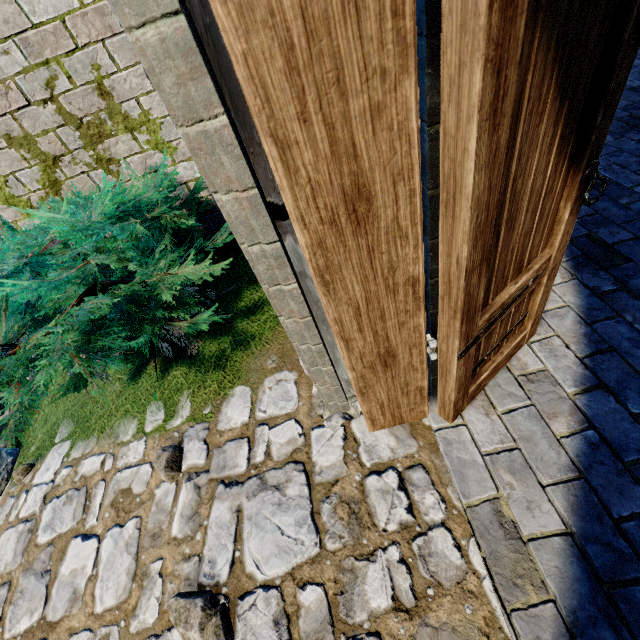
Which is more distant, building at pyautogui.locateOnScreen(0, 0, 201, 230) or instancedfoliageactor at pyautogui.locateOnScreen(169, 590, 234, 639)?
building at pyautogui.locateOnScreen(0, 0, 201, 230)

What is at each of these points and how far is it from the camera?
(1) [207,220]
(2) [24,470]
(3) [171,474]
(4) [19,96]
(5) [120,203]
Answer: (1) building, 3.6m
(2) instancedfoliageactor, 2.7m
(3) instancedfoliageactor, 2.1m
(4) building, 2.6m
(5) bush, 2.5m

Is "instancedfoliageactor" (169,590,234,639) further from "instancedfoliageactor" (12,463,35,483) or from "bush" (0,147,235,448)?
"instancedfoliageactor" (12,463,35,483)

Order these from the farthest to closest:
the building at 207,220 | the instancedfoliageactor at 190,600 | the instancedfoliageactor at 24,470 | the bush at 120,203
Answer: the building at 207,220 → the instancedfoliageactor at 24,470 → the bush at 120,203 → the instancedfoliageactor at 190,600

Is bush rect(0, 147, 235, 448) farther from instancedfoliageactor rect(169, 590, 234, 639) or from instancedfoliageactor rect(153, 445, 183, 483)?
instancedfoliageactor rect(169, 590, 234, 639)

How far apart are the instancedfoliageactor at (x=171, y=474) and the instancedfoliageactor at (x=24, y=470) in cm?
146

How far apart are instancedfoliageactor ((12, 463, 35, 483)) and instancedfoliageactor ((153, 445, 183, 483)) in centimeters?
146cm

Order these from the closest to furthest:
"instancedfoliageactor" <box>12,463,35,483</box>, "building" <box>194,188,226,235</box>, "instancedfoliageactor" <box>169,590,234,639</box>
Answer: "instancedfoliageactor" <box>169,590,234,639</box> < "instancedfoliageactor" <box>12,463,35,483</box> < "building" <box>194,188,226,235</box>
